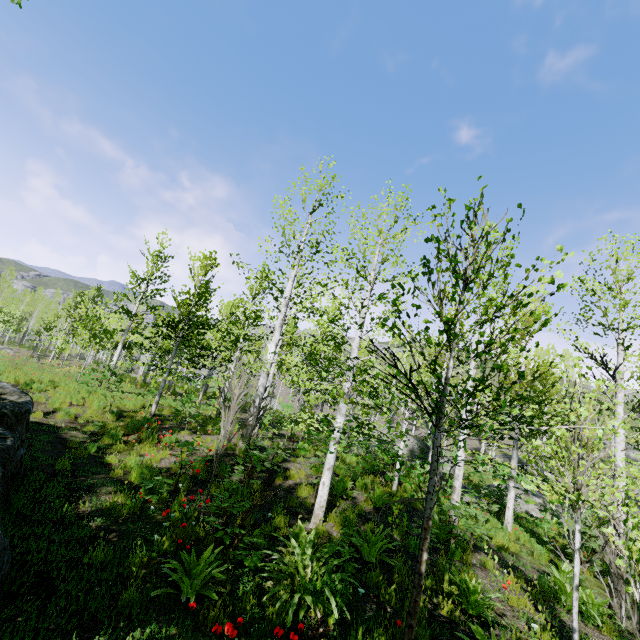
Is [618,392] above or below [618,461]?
above

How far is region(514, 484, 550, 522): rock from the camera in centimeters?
1710cm

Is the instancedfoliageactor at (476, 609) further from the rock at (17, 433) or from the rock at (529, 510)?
the rock at (529, 510)

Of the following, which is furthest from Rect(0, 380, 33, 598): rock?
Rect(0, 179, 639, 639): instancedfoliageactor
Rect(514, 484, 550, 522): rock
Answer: Rect(514, 484, 550, 522): rock

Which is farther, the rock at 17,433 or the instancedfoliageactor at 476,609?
the instancedfoliageactor at 476,609

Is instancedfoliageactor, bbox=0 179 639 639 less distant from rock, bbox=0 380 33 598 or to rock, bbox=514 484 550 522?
rock, bbox=0 380 33 598

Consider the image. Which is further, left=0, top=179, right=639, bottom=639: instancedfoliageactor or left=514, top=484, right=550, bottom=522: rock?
left=514, top=484, right=550, bottom=522: rock
